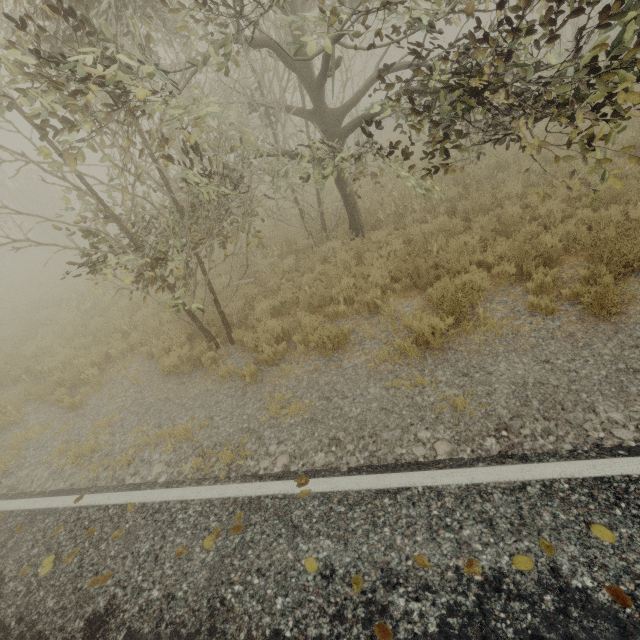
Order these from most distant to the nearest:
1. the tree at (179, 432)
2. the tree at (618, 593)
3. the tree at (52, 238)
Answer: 1. the tree at (179, 432)
2. the tree at (52, 238)
3. the tree at (618, 593)

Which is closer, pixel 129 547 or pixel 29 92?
pixel 29 92

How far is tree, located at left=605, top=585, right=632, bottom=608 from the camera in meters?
2.2 m

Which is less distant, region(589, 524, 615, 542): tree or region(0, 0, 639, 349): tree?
region(589, 524, 615, 542): tree

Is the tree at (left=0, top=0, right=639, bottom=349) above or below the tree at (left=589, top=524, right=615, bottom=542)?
above

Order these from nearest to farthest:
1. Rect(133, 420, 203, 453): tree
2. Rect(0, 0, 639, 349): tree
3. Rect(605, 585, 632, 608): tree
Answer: Rect(605, 585, 632, 608): tree
Rect(0, 0, 639, 349): tree
Rect(133, 420, 203, 453): tree

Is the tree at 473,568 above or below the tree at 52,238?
below
